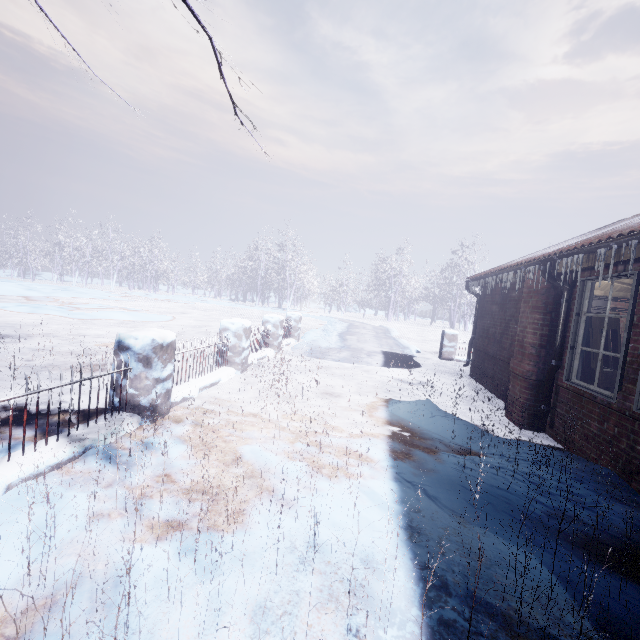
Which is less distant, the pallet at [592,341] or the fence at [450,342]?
the pallet at [592,341]

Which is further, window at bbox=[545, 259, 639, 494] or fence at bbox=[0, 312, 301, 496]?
window at bbox=[545, 259, 639, 494]

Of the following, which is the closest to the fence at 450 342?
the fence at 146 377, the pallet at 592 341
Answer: the fence at 146 377

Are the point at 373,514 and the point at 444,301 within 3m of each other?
no

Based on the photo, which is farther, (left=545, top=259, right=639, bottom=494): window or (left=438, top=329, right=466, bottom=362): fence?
(left=438, top=329, right=466, bottom=362): fence

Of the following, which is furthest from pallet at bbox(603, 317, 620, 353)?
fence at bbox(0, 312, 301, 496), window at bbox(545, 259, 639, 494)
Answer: fence at bbox(0, 312, 301, 496)

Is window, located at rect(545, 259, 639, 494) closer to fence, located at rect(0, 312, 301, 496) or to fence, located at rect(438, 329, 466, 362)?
fence, located at rect(0, 312, 301, 496)

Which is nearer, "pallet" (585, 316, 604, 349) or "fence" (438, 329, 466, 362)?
"pallet" (585, 316, 604, 349)
